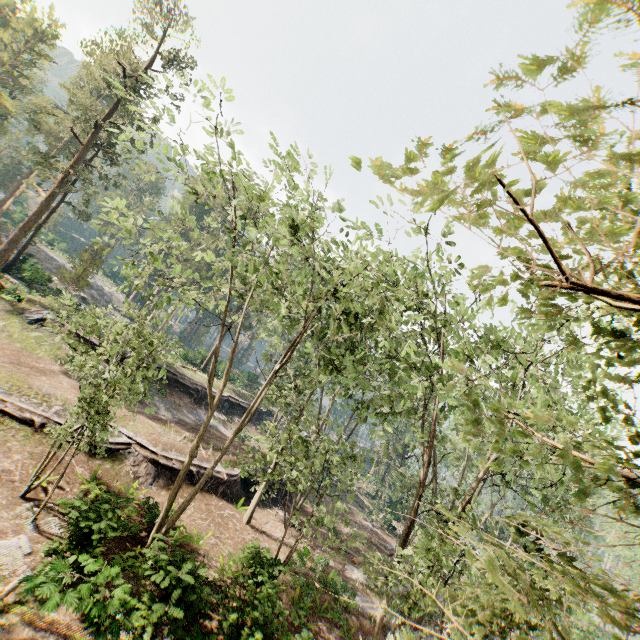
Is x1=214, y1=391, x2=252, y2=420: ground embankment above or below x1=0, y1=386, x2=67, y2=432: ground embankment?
above

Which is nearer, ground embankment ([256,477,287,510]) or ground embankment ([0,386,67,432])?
ground embankment ([0,386,67,432])

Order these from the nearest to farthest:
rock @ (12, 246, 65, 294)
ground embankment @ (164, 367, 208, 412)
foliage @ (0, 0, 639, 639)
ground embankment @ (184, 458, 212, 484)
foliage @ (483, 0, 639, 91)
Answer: foliage @ (483, 0, 639, 91), foliage @ (0, 0, 639, 639), ground embankment @ (184, 458, 212, 484), ground embankment @ (164, 367, 208, 412), rock @ (12, 246, 65, 294)

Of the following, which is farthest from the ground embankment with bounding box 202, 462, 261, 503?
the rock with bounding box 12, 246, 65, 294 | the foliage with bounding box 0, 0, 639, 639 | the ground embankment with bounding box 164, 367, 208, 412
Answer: the rock with bounding box 12, 246, 65, 294

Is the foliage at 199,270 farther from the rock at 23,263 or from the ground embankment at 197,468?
the ground embankment at 197,468

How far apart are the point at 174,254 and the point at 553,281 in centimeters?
1529cm

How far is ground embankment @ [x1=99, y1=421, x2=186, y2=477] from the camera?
18.95m
